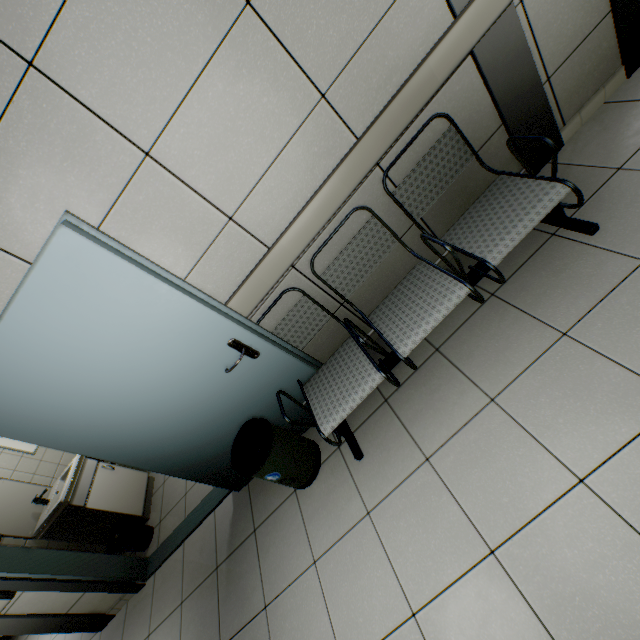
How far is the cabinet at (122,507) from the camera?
3.6 meters

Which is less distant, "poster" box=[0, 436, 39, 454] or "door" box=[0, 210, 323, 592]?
"door" box=[0, 210, 323, 592]

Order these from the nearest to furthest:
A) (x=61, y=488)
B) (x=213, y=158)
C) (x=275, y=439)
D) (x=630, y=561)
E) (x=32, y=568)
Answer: (x=630, y=561) < (x=213, y=158) < (x=275, y=439) < (x=32, y=568) < (x=61, y=488)

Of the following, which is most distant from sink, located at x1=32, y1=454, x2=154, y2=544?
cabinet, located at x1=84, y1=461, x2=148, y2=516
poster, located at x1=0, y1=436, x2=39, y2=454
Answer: poster, located at x1=0, y1=436, x2=39, y2=454

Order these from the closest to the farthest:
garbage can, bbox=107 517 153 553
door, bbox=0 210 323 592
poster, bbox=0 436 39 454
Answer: door, bbox=0 210 323 592
garbage can, bbox=107 517 153 553
poster, bbox=0 436 39 454

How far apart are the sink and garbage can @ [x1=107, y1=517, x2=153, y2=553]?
0.1m

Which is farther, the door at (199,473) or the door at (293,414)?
the door at (293,414)

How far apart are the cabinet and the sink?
0.02m
